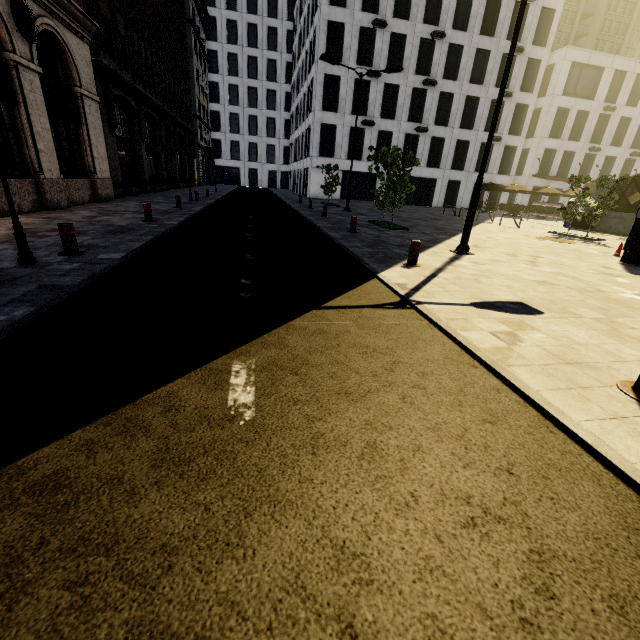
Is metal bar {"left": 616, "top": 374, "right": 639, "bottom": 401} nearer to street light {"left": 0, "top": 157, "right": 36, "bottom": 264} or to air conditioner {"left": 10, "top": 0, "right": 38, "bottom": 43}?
street light {"left": 0, "top": 157, "right": 36, "bottom": 264}

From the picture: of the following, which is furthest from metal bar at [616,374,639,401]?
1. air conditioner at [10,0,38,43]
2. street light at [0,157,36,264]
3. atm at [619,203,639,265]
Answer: air conditioner at [10,0,38,43]

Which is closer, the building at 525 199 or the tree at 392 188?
the tree at 392 188

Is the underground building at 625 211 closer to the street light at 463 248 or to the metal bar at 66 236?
the street light at 463 248

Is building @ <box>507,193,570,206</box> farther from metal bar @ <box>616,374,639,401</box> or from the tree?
metal bar @ <box>616,374,639,401</box>

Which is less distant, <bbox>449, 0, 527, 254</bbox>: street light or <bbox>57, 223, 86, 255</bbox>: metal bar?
<bbox>57, 223, 86, 255</bbox>: metal bar

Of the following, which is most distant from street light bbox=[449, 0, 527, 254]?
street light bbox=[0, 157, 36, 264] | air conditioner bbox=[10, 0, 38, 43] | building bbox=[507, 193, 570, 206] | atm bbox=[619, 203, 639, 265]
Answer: building bbox=[507, 193, 570, 206]

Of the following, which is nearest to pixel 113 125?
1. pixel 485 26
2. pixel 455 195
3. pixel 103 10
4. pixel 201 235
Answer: pixel 103 10
